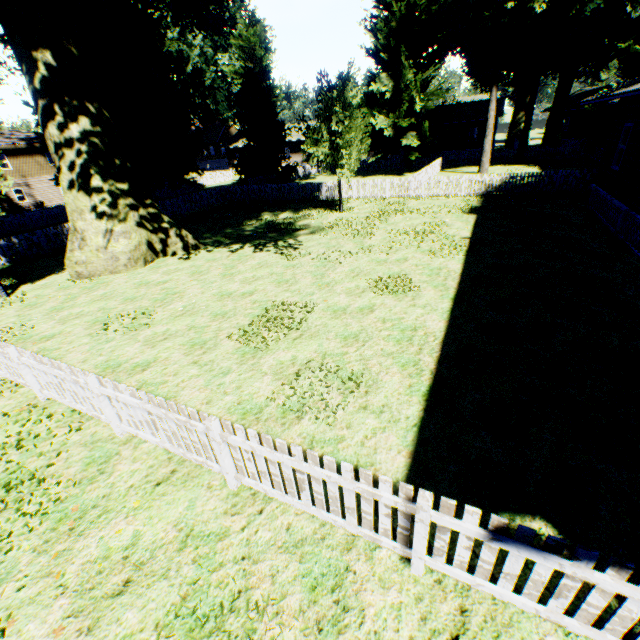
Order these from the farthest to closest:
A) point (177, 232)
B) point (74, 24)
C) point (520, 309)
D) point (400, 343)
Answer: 1. point (177, 232)
2. point (74, 24)
3. point (520, 309)
4. point (400, 343)

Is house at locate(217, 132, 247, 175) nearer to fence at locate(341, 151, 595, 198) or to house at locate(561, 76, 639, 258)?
fence at locate(341, 151, 595, 198)

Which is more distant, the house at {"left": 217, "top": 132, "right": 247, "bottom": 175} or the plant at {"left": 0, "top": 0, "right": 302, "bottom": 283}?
the house at {"left": 217, "top": 132, "right": 247, "bottom": 175}

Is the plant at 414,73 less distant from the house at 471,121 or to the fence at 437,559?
the fence at 437,559

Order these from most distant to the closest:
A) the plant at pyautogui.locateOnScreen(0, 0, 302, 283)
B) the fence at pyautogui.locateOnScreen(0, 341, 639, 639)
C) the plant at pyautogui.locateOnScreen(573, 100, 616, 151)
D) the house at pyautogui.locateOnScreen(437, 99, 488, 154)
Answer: the house at pyautogui.locateOnScreen(437, 99, 488, 154) < the plant at pyautogui.locateOnScreen(573, 100, 616, 151) < the plant at pyautogui.locateOnScreen(0, 0, 302, 283) < the fence at pyautogui.locateOnScreen(0, 341, 639, 639)

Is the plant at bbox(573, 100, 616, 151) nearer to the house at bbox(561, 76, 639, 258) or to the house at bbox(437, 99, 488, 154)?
the house at bbox(561, 76, 639, 258)

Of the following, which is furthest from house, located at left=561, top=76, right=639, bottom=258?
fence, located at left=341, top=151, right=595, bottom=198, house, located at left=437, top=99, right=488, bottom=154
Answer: house, located at left=437, top=99, right=488, bottom=154

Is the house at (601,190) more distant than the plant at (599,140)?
No
